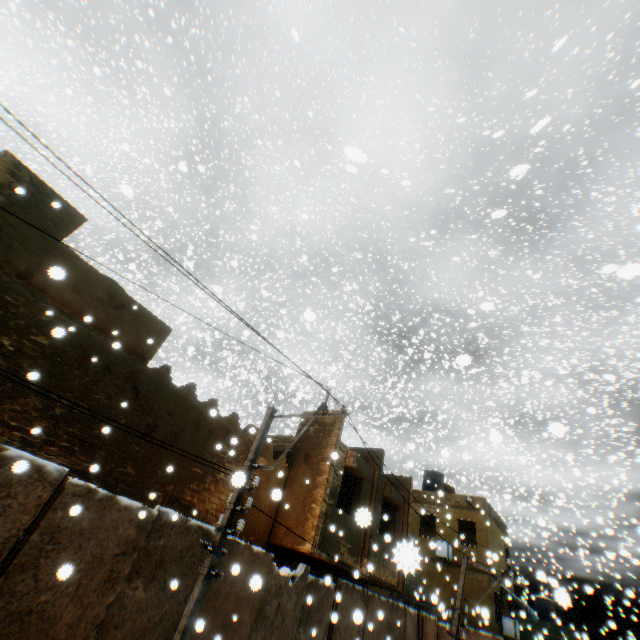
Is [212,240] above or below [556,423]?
above

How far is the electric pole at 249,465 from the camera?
7.1m

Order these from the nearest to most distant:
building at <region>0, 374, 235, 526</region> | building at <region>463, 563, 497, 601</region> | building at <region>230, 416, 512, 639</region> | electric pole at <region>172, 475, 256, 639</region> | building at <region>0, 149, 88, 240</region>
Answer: electric pole at <region>172, 475, 256, 639</region>
building at <region>0, 374, 235, 526</region>
building at <region>0, 149, 88, 240</region>
building at <region>230, 416, 512, 639</region>
building at <region>463, 563, 497, 601</region>

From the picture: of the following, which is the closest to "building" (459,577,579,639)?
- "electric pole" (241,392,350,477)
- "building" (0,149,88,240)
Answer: "building" (0,149,88,240)

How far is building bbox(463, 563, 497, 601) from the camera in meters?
18.2 m

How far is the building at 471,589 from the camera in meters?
18.2 m

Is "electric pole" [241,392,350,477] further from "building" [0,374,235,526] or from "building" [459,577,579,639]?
"building" [459,577,579,639]
